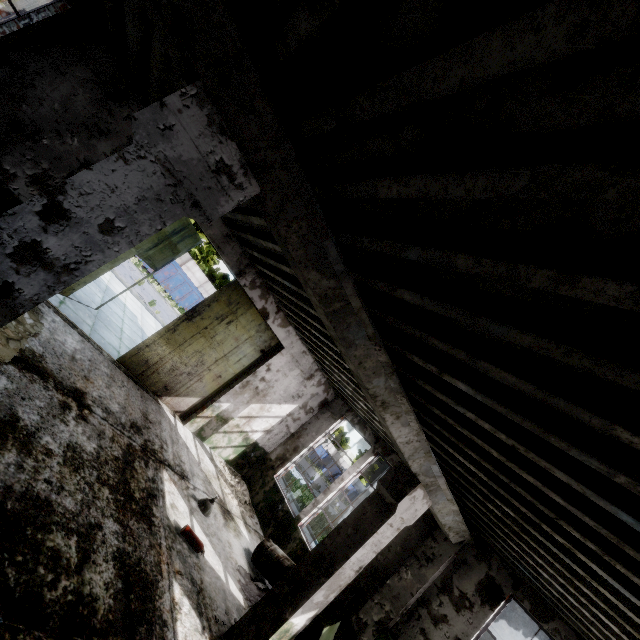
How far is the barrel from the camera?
7.1 meters

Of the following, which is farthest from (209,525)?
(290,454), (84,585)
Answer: (290,454)

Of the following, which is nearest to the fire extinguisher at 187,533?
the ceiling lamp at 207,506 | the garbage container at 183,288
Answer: the ceiling lamp at 207,506

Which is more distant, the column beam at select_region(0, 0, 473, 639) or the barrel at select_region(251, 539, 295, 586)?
the barrel at select_region(251, 539, 295, 586)

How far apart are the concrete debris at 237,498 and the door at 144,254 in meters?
6.2 m

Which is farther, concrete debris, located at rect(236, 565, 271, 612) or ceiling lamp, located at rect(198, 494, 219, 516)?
ceiling lamp, located at rect(198, 494, 219, 516)

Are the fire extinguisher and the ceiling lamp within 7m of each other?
yes

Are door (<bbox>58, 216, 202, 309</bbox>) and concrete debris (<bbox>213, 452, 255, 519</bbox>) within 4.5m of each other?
no
